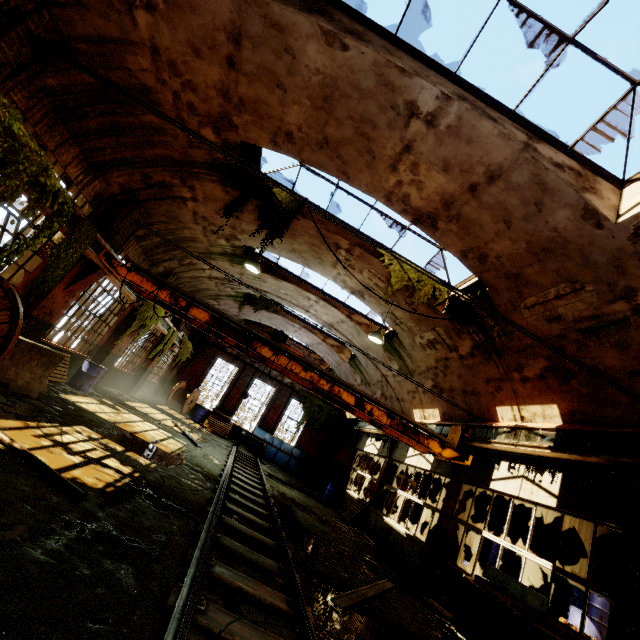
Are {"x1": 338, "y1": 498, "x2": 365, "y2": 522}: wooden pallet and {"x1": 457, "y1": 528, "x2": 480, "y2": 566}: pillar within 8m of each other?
yes

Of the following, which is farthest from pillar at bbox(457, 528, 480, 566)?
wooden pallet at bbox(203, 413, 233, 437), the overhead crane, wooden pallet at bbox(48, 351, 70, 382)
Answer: wooden pallet at bbox(48, 351, 70, 382)

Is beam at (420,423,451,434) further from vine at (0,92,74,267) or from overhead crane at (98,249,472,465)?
vine at (0,92,74,267)

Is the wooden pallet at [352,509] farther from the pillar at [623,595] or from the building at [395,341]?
the pillar at [623,595]

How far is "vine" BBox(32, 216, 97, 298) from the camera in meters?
7.0

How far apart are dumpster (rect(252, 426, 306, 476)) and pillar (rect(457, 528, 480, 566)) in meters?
10.0 m

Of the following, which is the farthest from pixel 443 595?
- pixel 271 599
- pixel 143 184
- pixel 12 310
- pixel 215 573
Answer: pixel 143 184

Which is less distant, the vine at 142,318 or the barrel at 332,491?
the vine at 142,318
